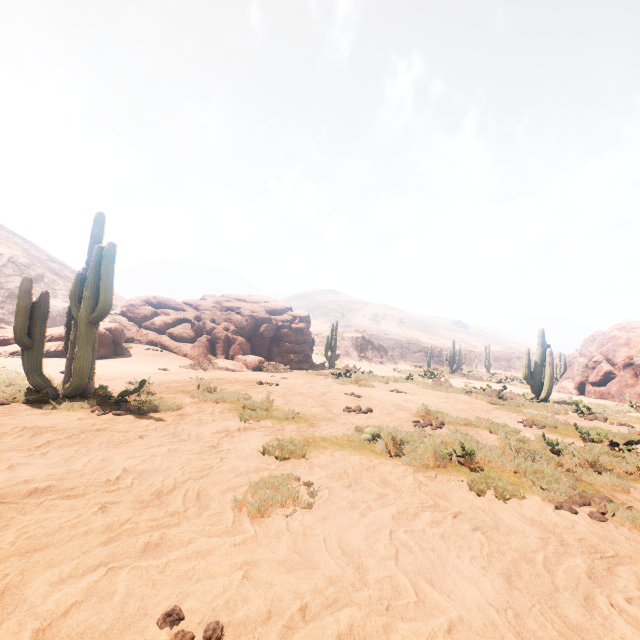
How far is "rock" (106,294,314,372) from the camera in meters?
16.7

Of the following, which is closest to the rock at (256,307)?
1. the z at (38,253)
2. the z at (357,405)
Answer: Result: the z at (357,405)

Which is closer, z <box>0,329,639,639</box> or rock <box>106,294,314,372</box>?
z <box>0,329,639,639</box>

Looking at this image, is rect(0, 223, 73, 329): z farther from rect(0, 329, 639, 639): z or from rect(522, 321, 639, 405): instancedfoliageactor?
rect(522, 321, 639, 405): instancedfoliageactor

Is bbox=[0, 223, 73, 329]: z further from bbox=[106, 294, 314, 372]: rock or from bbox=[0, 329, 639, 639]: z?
bbox=[106, 294, 314, 372]: rock

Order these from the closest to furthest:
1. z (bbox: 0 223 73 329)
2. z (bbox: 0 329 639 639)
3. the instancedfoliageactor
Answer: z (bbox: 0 329 639 639), the instancedfoliageactor, z (bbox: 0 223 73 329)

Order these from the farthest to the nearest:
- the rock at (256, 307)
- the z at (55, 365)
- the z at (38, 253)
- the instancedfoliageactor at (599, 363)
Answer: the z at (38, 253) → the rock at (256, 307) → the instancedfoliageactor at (599, 363) → the z at (55, 365)

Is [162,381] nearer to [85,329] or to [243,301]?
[85,329]
